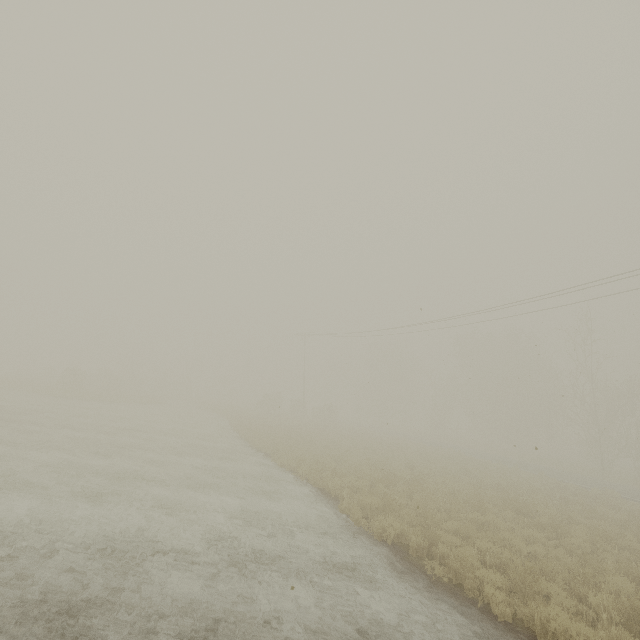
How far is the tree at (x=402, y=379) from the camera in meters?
56.6

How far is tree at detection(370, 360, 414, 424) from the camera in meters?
56.6 m

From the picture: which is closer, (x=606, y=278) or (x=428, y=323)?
(x=606, y=278)
